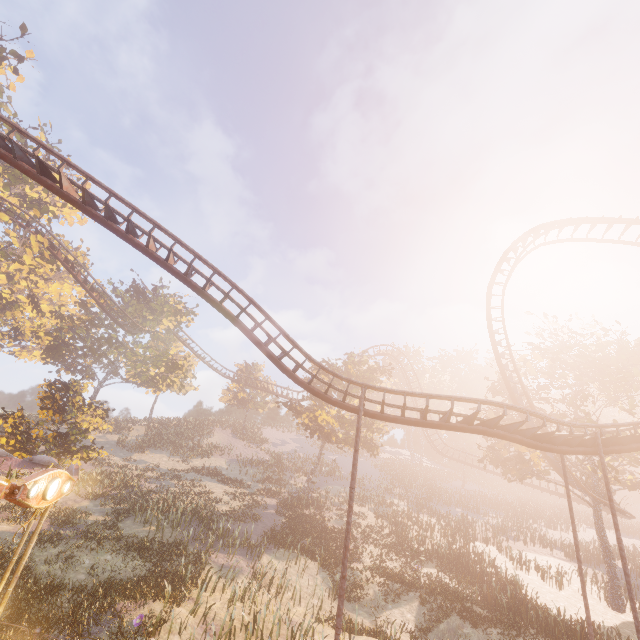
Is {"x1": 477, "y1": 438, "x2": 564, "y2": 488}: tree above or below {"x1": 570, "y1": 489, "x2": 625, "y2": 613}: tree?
above

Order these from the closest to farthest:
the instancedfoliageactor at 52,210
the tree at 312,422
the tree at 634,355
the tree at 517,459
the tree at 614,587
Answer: the instancedfoliageactor at 52,210, the tree at 614,587, the tree at 634,355, the tree at 517,459, the tree at 312,422

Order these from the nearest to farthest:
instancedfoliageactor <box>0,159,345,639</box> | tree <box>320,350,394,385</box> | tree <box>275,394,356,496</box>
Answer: instancedfoliageactor <box>0,159,345,639</box>, tree <box>275,394,356,496</box>, tree <box>320,350,394,385</box>

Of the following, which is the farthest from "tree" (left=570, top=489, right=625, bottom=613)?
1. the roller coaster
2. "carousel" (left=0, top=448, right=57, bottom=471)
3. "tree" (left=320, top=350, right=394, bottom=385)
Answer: "carousel" (left=0, top=448, right=57, bottom=471)

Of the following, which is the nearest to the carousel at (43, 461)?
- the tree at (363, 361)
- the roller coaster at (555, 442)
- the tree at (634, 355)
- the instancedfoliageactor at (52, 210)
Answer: the instancedfoliageactor at (52, 210)

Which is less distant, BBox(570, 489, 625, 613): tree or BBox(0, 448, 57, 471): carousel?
BBox(0, 448, 57, 471): carousel

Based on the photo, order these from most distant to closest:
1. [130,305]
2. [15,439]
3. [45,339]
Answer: [45,339] < [130,305] < [15,439]

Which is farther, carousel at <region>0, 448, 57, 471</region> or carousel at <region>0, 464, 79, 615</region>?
carousel at <region>0, 448, 57, 471</region>
